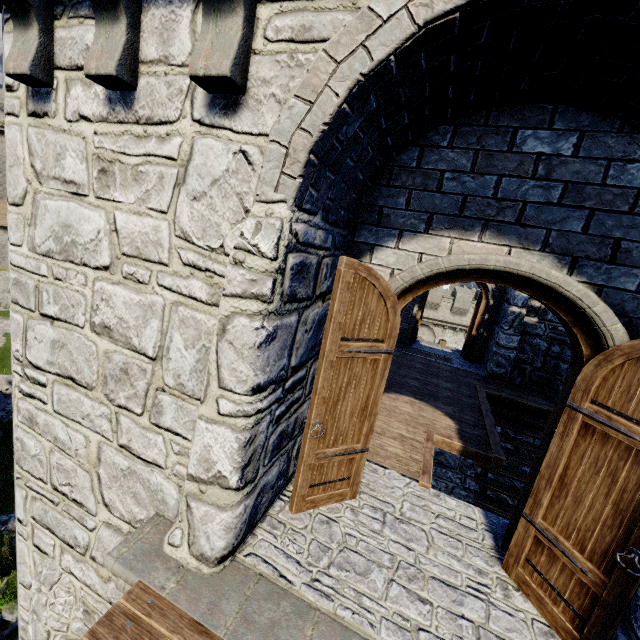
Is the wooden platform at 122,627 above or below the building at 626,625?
below

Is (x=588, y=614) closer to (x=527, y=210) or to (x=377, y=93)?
(x=527, y=210)

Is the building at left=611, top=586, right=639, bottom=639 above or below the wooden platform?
above
